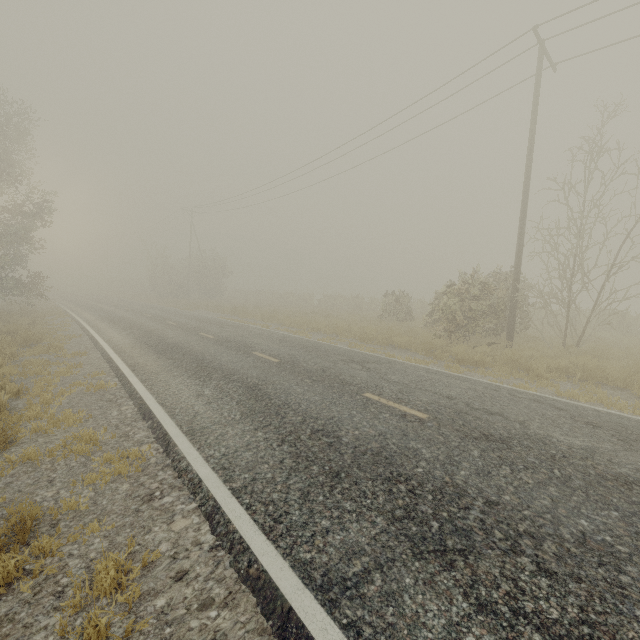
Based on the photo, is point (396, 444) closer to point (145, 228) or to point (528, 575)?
point (528, 575)
